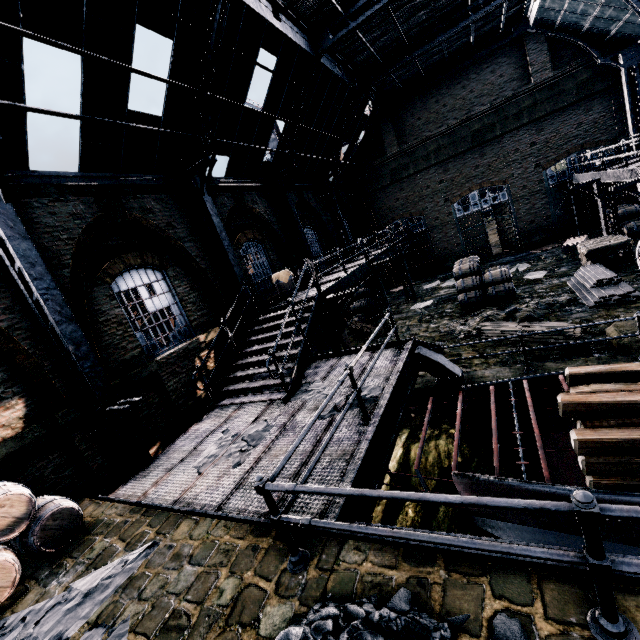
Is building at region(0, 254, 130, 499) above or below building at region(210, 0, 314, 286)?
below

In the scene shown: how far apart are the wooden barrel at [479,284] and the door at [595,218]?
10.9m

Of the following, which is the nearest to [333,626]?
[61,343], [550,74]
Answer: [61,343]

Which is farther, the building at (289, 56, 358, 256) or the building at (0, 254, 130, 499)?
the building at (289, 56, 358, 256)

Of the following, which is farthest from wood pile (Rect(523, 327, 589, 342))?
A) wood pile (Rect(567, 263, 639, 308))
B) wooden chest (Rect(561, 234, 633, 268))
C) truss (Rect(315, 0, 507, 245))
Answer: truss (Rect(315, 0, 507, 245))

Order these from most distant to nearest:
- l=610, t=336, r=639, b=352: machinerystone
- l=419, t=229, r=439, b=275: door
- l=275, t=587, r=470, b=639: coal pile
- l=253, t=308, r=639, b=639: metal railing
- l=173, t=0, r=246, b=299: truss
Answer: l=419, t=229, r=439, b=275: door
l=173, t=0, r=246, b=299: truss
l=610, t=336, r=639, b=352: machinerystone
l=275, t=587, r=470, b=639: coal pile
l=253, t=308, r=639, b=639: metal railing

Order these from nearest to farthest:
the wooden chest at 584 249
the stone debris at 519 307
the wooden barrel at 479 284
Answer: the stone debris at 519 307, the wooden chest at 584 249, the wooden barrel at 479 284

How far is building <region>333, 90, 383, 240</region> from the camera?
21.2m
